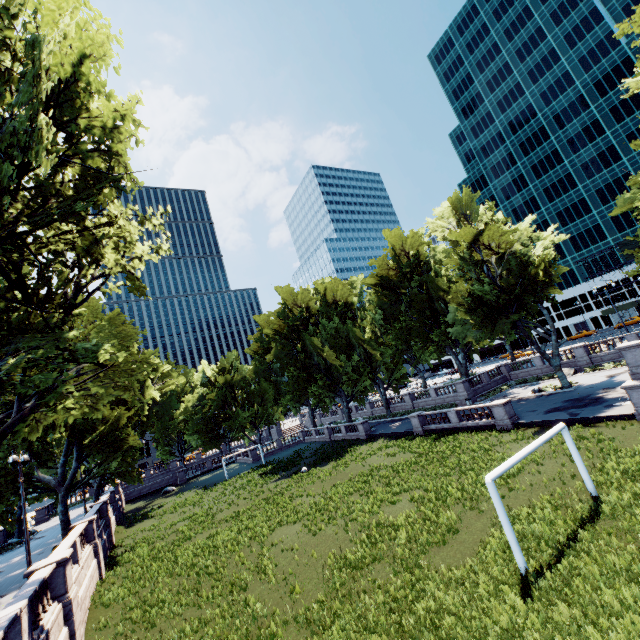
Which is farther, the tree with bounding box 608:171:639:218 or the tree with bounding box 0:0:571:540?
the tree with bounding box 608:171:639:218

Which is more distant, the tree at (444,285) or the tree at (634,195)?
the tree at (634,195)

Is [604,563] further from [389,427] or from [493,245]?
[389,427]
